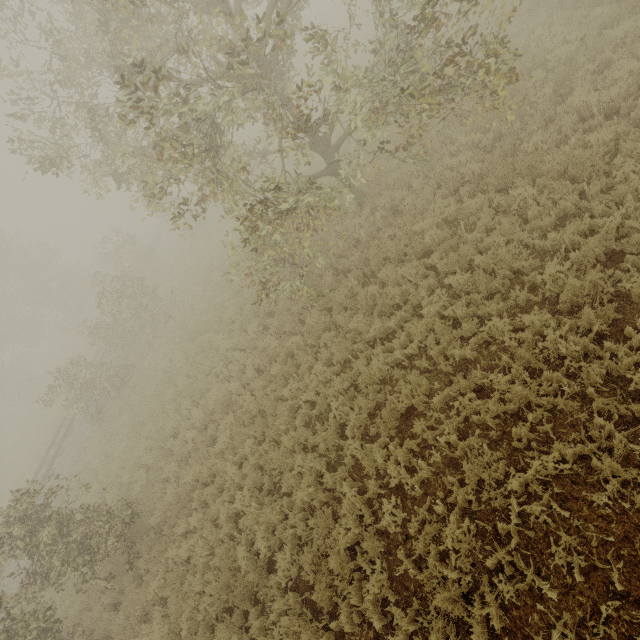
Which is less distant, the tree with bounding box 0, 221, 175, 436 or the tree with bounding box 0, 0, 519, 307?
the tree with bounding box 0, 0, 519, 307

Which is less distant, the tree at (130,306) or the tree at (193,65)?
the tree at (193,65)

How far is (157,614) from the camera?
7.52m
